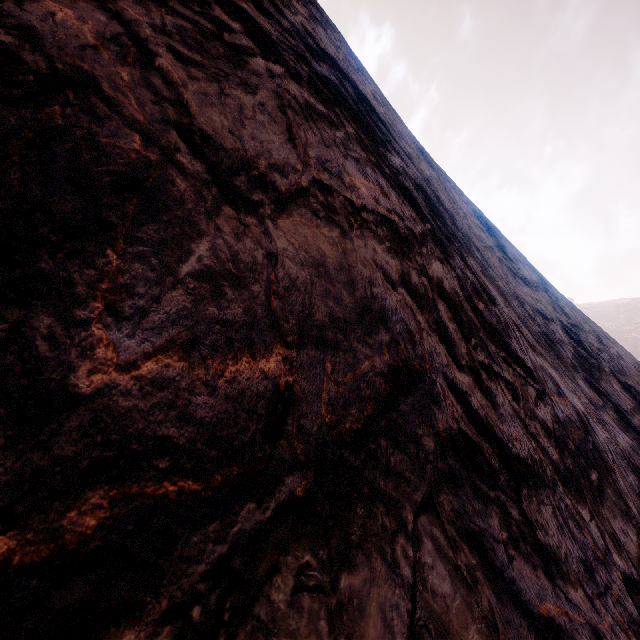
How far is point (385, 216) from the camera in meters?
1.8 m
